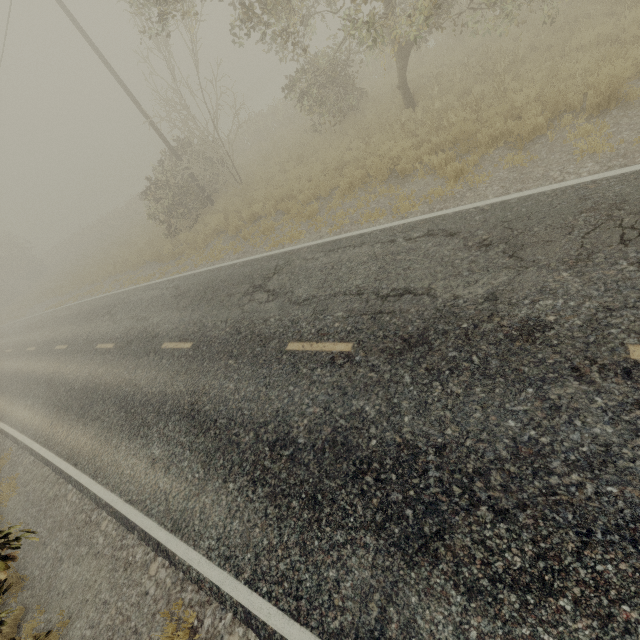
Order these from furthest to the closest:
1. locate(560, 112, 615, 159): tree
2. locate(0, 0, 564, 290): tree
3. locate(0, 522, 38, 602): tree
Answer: locate(0, 0, 564, 290): tree → locate(560, 112, 615, 159): tree → locate(0, 522, 38, 602): tree

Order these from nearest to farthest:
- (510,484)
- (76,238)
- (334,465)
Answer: (510,484) < (334,465) < (76,238)

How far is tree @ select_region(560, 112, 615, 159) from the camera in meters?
5.9 m

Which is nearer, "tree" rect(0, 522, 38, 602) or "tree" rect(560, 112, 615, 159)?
"tree" rect(0, 522, 38, 602)

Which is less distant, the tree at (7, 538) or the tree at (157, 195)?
the tree at (7, 538)
